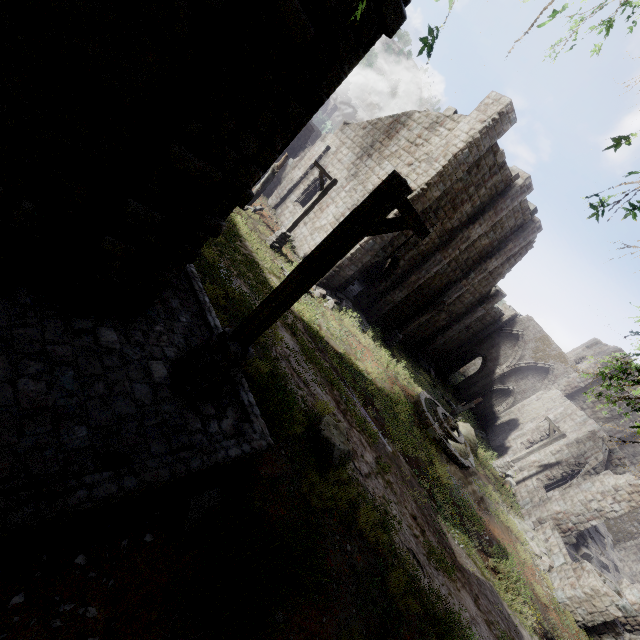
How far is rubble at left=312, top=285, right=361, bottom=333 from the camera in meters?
17.2

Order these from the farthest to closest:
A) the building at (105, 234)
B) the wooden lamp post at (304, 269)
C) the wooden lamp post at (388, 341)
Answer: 1. the wooden lamp post at (388, 341)
2. the wooden lamp post at (304, 269)
3. the building at (105, 234)

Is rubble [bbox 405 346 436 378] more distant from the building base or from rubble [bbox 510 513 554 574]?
the building base

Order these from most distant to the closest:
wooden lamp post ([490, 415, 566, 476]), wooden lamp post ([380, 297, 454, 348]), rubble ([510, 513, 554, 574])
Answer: wooden lamp post ([380, 297, 454, 348]), wooden lamp post ([490, 415, 566, 476]), rubble ([510, 513, 554, 574])

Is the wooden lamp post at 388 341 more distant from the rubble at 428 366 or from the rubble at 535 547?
the rubble at 535 547

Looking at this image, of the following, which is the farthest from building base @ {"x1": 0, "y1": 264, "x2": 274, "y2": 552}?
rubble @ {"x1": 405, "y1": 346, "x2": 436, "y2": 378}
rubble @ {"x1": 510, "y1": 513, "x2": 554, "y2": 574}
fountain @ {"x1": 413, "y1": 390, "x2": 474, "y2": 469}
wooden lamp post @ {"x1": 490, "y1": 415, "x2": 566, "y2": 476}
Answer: rubble @ {"x1": 405, "y1": 346, "x2": 436, "y2": 378}

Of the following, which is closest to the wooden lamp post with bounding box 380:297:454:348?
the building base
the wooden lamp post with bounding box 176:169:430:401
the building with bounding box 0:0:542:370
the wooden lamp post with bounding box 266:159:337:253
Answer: the building with bounding box 0:0:542:370

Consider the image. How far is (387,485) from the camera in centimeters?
954cm
